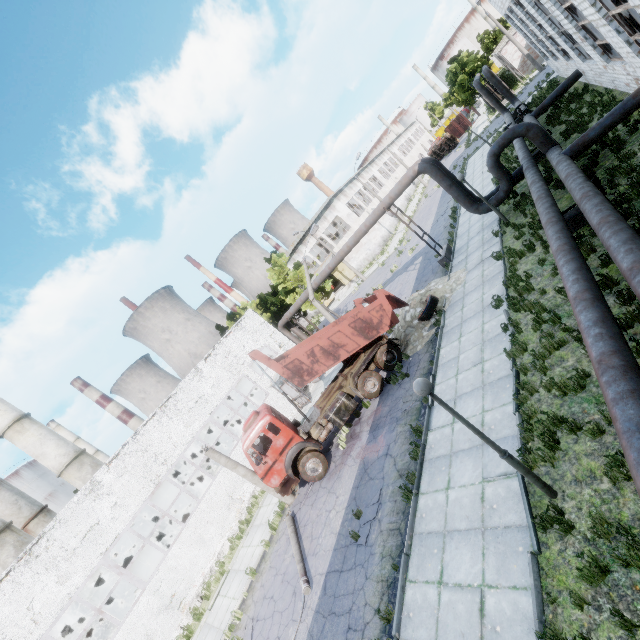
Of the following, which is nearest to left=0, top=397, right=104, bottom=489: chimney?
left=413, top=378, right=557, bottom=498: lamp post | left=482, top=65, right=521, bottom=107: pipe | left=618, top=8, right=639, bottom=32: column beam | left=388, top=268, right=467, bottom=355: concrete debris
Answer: left=388, top=268, right=467, bottom=355: concrete debris

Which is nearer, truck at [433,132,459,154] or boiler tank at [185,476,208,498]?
boiler tank at [185,476,208,498]

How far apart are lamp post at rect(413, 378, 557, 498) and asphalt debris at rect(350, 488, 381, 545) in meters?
5.0 m

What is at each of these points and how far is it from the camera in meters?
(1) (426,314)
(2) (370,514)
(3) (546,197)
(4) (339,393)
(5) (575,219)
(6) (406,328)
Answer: (1) wire roll, 15.2
(2) asphalt debris, 9.7
(3) pipe, 11.4
(4) truck, 14.7
(5) pipe holder, 10.6
(6) concrete debris, 16.3

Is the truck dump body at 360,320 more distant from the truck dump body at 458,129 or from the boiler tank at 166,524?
the truck dump body at 458,129

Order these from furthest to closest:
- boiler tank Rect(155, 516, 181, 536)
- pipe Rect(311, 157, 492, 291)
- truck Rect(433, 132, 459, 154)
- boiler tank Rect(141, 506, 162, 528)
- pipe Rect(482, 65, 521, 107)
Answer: truck Rect(433, 132, 459, 154)
pipe Rect(482, 65, 521, 107)
boiler tank Rect(141, 506, 162, 528)
boiler tank Rect(155, 516, 181, 536)
pipe Rect(311, 157, 492, 291)

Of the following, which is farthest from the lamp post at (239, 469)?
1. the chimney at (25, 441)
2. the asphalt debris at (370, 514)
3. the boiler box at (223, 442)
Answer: the chimney at (25, 441)

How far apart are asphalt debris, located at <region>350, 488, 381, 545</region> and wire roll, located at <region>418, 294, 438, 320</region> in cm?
808
